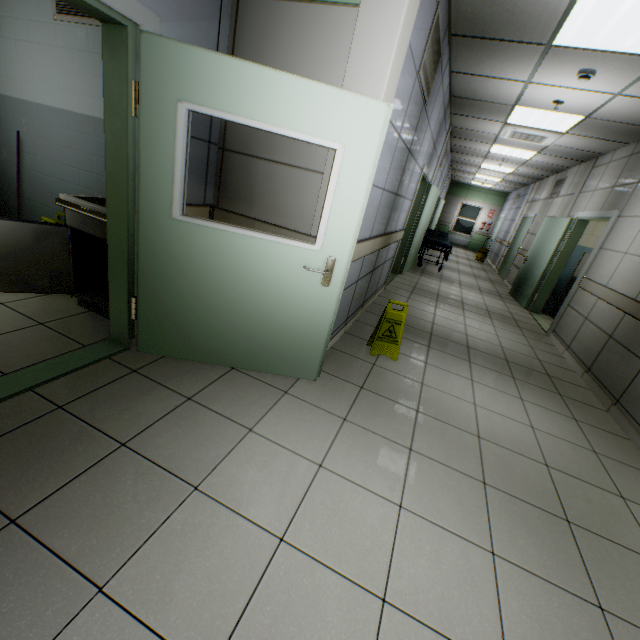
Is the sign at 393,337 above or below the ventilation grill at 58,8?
below

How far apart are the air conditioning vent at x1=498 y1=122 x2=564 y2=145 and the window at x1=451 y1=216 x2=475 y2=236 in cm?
1218

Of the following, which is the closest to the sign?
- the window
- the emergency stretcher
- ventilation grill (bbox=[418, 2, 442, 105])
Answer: ventilation grill (bbox=[418, 2, 442, 105])

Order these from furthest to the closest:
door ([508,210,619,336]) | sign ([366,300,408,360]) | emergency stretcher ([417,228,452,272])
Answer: emergency stretcher ([417,228,452,272]) → door ([508,210,619,336]) → sign ([366,300,408,360])

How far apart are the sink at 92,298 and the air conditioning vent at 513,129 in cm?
634

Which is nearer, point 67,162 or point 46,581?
point 46,581

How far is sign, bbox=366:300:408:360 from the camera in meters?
3.3

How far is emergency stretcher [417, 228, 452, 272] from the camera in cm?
868
